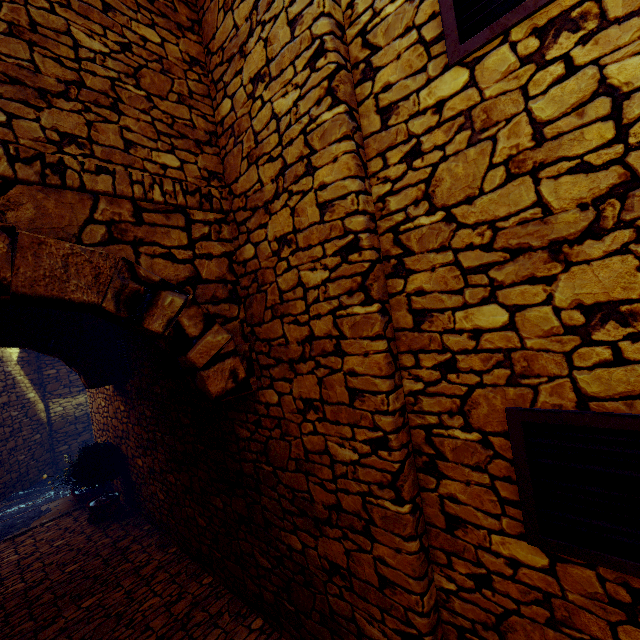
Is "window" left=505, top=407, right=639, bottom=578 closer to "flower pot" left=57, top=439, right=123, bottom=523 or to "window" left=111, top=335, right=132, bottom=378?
"window" left=111, top=335, right=132, bottom=378

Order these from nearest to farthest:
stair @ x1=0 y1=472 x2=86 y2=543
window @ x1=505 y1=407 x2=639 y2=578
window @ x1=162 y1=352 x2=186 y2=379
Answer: window @ x1=505 y1=407 x2=639 y2=578, window @ x1=162 y1=352 x2=186 y2=379, stair @ x1=0 y1=472 x2=86 y2=543

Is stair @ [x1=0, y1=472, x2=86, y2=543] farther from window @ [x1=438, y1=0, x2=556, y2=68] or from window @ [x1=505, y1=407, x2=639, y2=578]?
window @ [x1=438, y1=0, x2=556, y2=68]

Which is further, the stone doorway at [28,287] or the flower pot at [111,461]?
the flower pot at [111,461]

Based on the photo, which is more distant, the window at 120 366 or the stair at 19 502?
the stair at 19 502

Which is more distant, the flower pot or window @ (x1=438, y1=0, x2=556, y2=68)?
the flower pot

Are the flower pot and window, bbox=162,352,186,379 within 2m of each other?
no

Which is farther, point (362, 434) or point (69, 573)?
point (69, 573)
